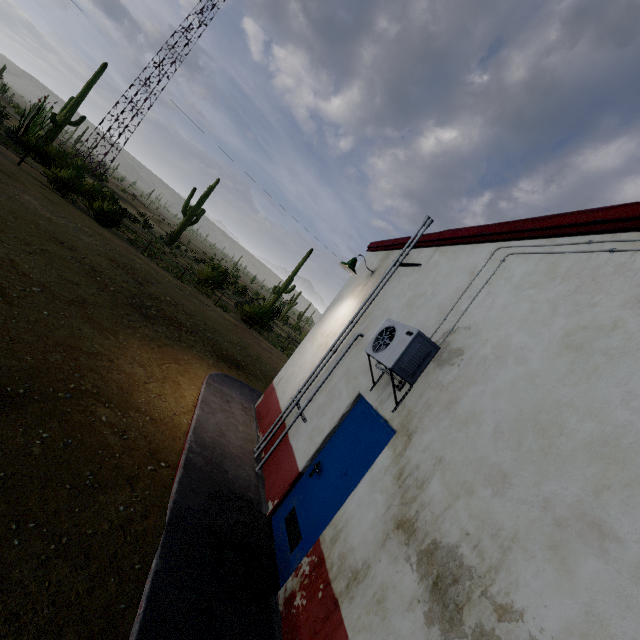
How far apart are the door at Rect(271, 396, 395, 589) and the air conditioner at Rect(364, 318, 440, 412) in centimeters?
24cm

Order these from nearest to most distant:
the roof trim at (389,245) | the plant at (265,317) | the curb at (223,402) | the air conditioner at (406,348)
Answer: the curb at (223,402) → the air conditioner at (406,348) → the roof trim at (389,245) → the plant at (265,317)

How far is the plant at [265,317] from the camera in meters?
22.4

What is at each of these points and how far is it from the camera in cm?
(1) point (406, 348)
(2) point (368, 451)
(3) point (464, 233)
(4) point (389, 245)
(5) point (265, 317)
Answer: (1) air conditioner, 353
(2) door, 375
(3) roof trim, 464
(4) roof trim, 689
(5) plant, 2702

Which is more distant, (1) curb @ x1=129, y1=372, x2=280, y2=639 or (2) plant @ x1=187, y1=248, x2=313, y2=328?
(2) plant @ x1=187, y1=248, x2=313, y2=328

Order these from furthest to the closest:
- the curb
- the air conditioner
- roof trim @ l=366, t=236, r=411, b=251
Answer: roof trim @ l=366, t=236, r=411, b=251
the air conditioner
the curb

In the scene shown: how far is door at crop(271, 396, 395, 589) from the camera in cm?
363

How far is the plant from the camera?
22.42m
